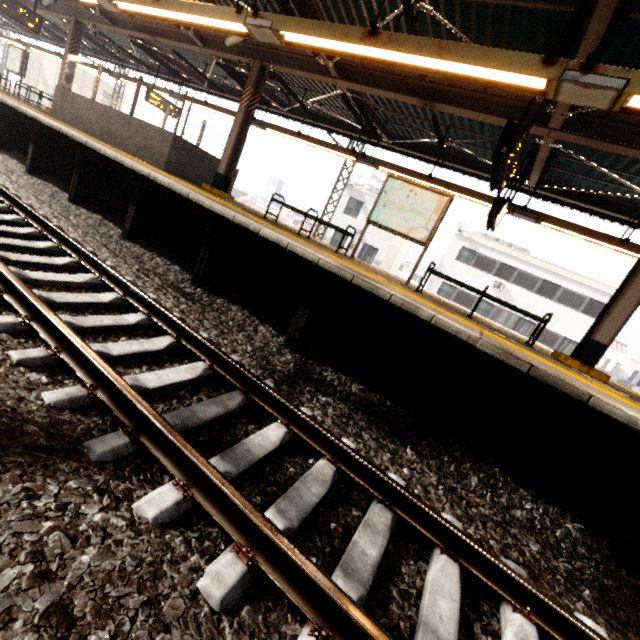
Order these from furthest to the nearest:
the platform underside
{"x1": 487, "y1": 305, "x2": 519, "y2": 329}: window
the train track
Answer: {"x1": 487, "y1": 305, "x2": 519, "y2": 329}: window, the platform underside, the train track

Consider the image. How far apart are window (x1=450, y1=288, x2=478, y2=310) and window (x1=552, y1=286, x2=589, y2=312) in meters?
4.5

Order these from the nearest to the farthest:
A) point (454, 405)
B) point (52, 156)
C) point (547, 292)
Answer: point (454, 405), point (52, 156), point (547, 292)

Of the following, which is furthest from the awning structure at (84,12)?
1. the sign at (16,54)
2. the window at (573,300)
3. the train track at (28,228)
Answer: the window at (573,300)

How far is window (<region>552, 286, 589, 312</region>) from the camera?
21.7m

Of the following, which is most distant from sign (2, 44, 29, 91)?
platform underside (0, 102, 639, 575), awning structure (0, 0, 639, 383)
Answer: platform underside (0, 102, 639, 575)

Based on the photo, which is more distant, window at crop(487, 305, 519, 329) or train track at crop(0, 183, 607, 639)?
window at crop(487, 305, 519, 329)

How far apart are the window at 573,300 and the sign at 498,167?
21.4 meters
